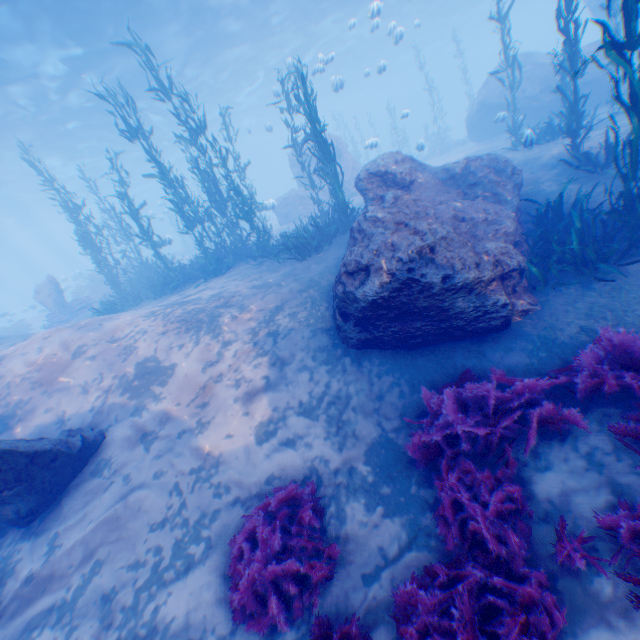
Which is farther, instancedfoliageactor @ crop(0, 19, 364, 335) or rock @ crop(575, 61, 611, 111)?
rock @ crop(575, 61, 611, 111)

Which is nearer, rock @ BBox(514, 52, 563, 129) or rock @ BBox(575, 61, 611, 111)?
rock @ BBox(575, 61, 611, 111)

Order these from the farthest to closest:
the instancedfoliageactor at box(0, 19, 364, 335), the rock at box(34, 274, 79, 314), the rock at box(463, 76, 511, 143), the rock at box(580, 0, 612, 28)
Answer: the rock at box(34, 274, 79, 314) < the rock at box(580, 0, 612, 28) < the rock at box(463, 76, 511, 143) < the instancedfoliageactor at box(0, 19, 364, 335)

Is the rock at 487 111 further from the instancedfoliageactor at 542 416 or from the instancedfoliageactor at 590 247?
the instancedfoliageactor at 590 247

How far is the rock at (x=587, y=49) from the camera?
14.17m

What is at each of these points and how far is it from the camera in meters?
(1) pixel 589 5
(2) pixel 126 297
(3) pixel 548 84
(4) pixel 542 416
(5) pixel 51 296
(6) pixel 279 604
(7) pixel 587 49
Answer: (1) rock, 18.5
(2) instancedfoliageactor, 13.6
(3) rock, 15.5
(4) instancedfoliageactor, 3.9
(5) rock, 19.4
(6) instancedfoliageactor, 3.7
(7) rock, 14.4

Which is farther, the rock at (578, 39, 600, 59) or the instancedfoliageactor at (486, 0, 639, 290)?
the rock at (578, 39, 600, 59)
